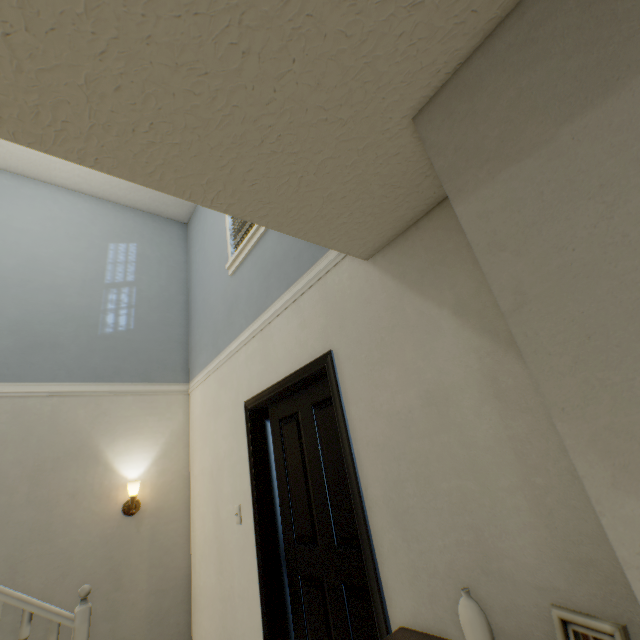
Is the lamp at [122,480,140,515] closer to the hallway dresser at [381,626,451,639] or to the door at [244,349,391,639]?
the door at [244,349,391,639]

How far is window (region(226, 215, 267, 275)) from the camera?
2.7 meters

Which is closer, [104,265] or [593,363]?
[593,363]

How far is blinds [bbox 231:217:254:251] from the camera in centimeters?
300cm

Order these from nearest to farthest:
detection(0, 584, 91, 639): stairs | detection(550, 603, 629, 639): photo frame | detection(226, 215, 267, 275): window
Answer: detection(550, 603, 629, 639): photo frame, detection(0, 584, 91, 639): stairs, detection(226, 215, 267, 275): window

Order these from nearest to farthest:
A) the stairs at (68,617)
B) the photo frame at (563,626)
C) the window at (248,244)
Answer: the photo frame at (563,626) < the stairs at (68,617) < the window at (248,244)

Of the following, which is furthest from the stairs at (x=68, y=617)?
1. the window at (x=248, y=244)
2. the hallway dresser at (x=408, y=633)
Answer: the hallway dresser at (x=408, y=633)

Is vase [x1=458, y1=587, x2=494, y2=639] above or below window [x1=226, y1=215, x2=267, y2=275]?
below
